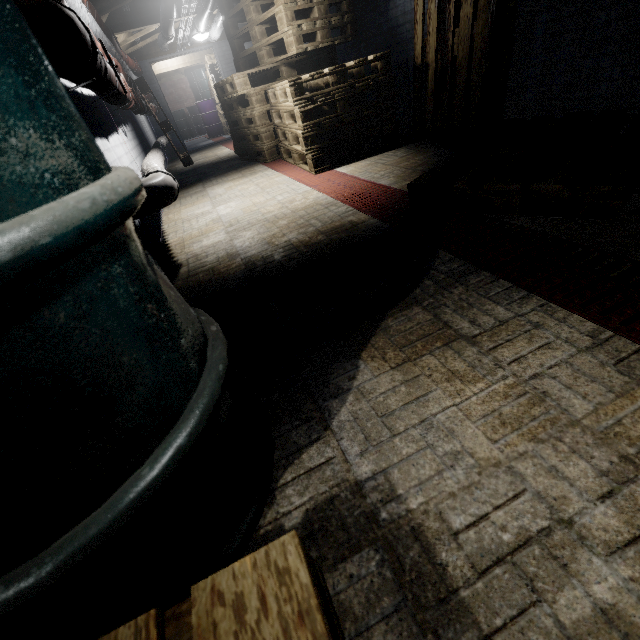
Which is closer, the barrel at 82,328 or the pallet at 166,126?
the barrel at 82,328

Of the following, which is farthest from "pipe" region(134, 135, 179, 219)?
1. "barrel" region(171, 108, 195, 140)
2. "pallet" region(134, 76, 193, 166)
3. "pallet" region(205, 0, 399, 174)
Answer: "barrel" region(171, 108, 195, 140)

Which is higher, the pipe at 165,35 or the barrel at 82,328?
the pipe at 165,35

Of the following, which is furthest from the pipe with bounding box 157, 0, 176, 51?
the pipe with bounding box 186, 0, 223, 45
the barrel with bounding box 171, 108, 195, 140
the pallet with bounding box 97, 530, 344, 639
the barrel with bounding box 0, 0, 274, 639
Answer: the barrel with bounding box 171, 108, 195, 140

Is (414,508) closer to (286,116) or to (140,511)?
(140,511)

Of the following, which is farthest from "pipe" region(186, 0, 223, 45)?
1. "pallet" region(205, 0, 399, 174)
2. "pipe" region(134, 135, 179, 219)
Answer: "pipe" region(134, 135, 179, 219)

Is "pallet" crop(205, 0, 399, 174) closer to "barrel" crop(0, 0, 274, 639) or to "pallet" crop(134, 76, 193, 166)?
"pallet" crop(134, 76, 193, 166)

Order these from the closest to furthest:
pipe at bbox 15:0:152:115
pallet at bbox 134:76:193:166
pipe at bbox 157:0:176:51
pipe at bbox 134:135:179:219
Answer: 1. pipe at bbox 15:0:152:115
2. pipe at bbox 134:135:179:219
3. pipe at bbox 157:0:176:51
4. pallet at bbox 134:76:193:166
